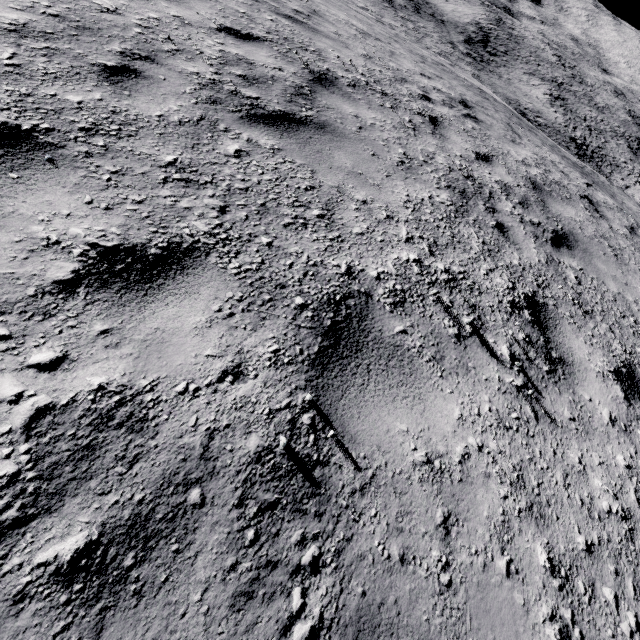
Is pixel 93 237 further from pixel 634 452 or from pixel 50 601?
pixel 634 452
